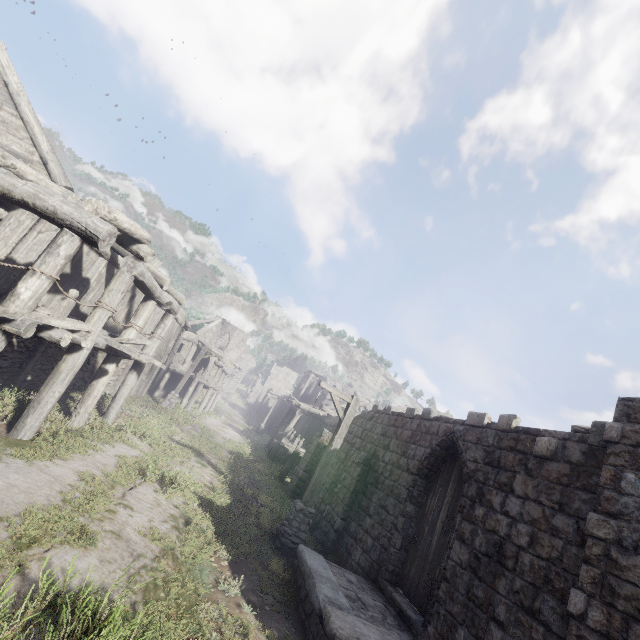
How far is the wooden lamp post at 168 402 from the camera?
20.44m

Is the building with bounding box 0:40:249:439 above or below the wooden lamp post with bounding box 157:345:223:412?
above

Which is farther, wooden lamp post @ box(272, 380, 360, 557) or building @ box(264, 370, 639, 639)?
wooden lamp post @ box(272, 380, 360, 557)

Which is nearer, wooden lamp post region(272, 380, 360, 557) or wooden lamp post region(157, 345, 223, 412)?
wooden lamp post region(272, 380, 360, 557)

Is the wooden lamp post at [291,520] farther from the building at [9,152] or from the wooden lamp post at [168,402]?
the wooden lamp post at [168,402]

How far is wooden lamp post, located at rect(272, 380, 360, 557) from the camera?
9.05m

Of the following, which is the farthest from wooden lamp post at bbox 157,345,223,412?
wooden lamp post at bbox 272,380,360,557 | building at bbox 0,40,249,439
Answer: wooden lamp post at bbox 272,380,360,557

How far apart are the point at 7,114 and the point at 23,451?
9.08m
